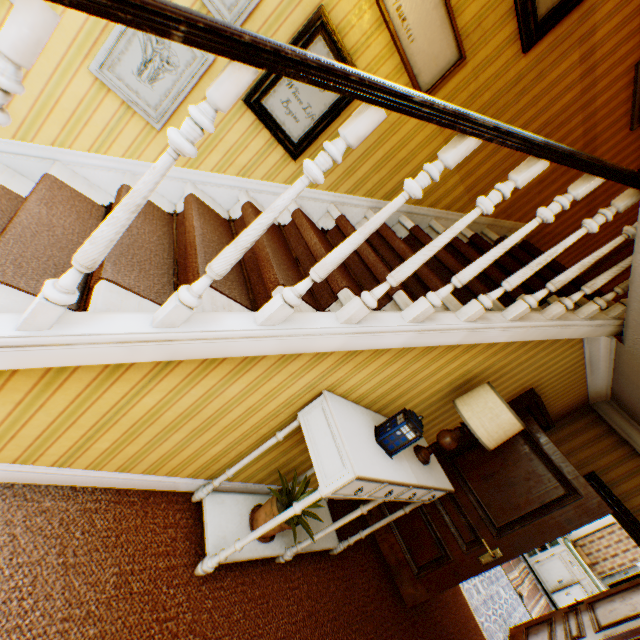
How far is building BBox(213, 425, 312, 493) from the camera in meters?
2.4 m

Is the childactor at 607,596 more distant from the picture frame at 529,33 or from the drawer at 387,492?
the picture frame at 529,33

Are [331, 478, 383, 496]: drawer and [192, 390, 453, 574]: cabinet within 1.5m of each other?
yes

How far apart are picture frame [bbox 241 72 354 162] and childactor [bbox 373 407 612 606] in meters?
3.3 m

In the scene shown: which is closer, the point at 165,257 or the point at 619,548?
the point at 165,257

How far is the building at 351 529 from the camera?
→ 3.4m

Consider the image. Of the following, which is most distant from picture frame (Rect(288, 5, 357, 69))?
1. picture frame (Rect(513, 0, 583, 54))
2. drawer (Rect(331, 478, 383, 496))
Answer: drawer (Rect(331, 478, 383, 496))

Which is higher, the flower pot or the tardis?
the tardis
